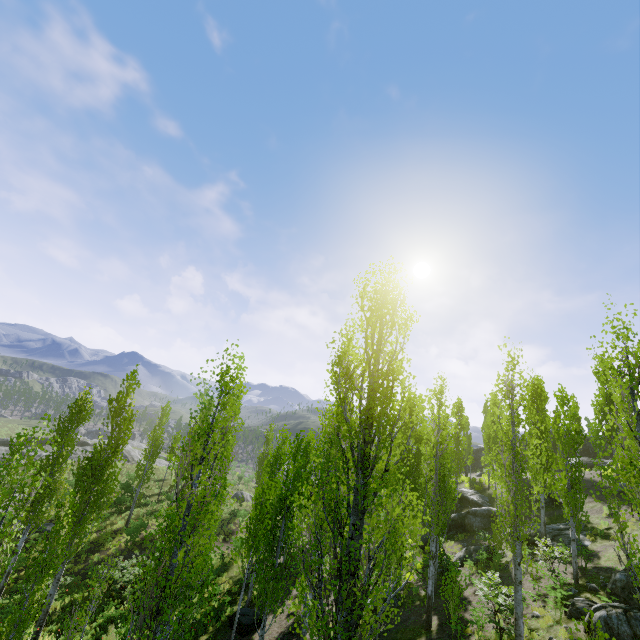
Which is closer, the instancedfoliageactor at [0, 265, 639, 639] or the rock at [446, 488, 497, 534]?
the instancedfoliageactor at [0, 265, 639, 639]

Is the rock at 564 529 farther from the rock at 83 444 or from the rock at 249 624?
the rock at 249 624

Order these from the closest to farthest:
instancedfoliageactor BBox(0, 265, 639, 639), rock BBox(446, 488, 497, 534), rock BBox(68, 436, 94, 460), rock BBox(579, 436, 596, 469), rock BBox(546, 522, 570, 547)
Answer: instancedfoliageactor BBox(0, 265, 639, 639) < rock BBox(546, 522, 570, 547) < rock BBox(446, 488, 497, 534) < rock BBox(579, 436, 596, 469) < rock BBox(68, 436, 94, 460)

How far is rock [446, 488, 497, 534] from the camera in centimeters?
2572cm

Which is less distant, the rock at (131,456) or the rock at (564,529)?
the rock at (564,529)

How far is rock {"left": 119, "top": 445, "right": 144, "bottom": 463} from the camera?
46.6 meters

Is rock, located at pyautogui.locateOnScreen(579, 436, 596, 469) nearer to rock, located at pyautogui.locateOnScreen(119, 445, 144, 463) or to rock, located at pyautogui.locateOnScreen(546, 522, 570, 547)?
rock, located at pyautogui.locateOnScreen(119, 445, 144, 463)

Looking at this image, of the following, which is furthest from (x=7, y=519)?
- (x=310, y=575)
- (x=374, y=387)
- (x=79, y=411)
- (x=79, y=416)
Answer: (x=374, y=387)
